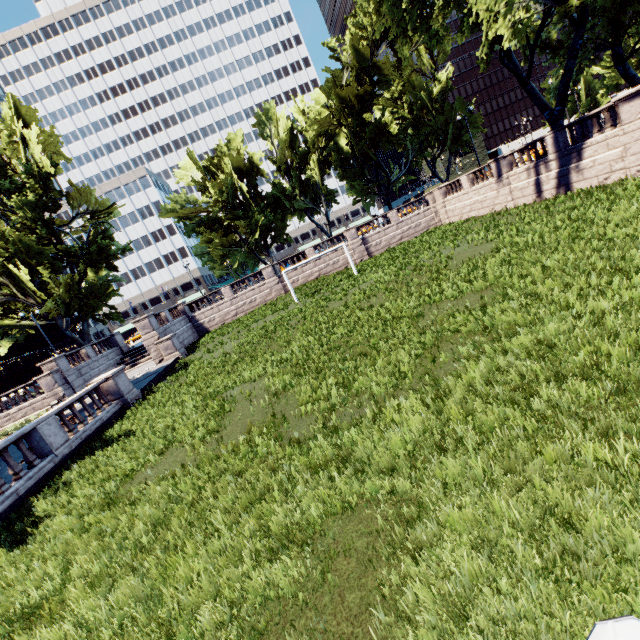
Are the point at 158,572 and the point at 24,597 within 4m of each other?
yes

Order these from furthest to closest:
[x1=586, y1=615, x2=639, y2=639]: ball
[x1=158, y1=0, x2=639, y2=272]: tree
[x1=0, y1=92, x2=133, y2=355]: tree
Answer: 1. [x1=0, y1=92, x2=133, y2=355]: tree
2. [x1=158, y1=0, x2=639, y2=272]: tree
3. [x1=586, y1=615, x2=639, y2=639]: ball

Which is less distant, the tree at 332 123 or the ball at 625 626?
the ball at 625 626

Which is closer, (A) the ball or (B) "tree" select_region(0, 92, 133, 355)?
(A) the ball

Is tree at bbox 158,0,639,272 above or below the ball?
above

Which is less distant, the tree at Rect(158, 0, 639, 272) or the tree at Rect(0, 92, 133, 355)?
the tree at Rect(158, 0, 639, 272)
